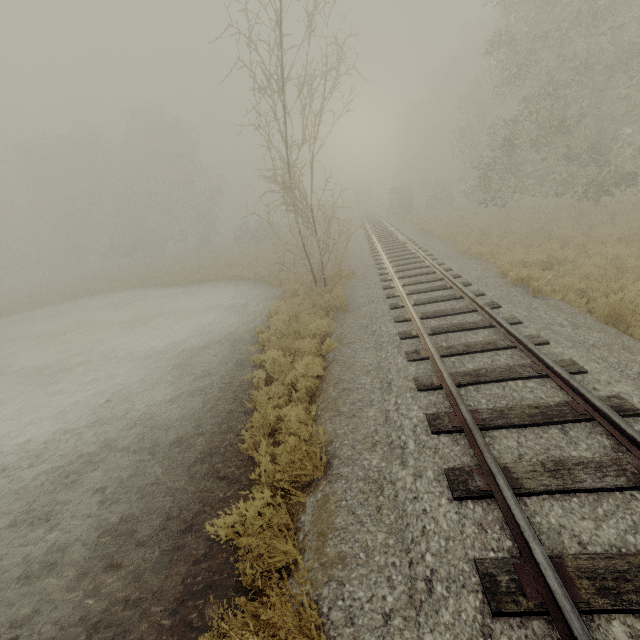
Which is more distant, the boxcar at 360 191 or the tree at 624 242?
the boxcar at 360 191

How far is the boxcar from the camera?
58.7 meters

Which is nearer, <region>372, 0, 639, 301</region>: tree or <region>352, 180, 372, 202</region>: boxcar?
<region>372, 0, 639, 301</region>: tree

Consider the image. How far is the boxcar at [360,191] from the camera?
58.7m

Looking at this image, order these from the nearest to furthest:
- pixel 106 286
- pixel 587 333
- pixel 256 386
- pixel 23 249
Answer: pixel 587 333 → pixel 256 386 → pixel 106 286 → pixel 23 249
